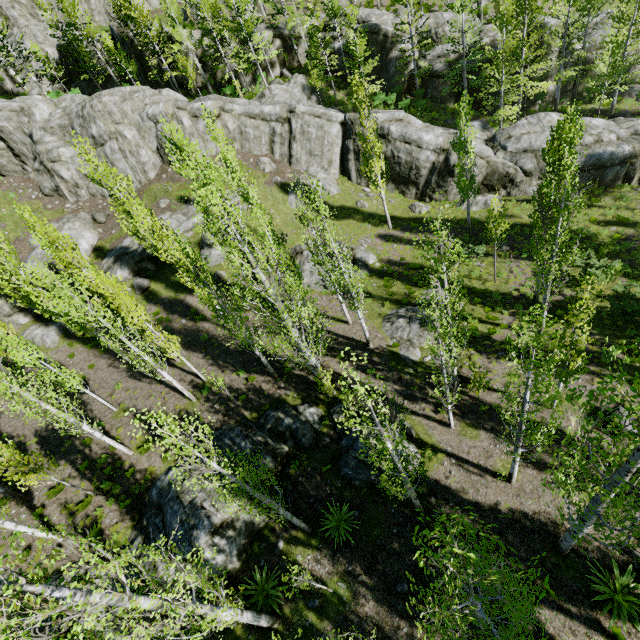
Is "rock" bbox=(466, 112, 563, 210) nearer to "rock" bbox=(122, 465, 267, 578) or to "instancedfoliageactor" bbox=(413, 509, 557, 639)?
"instancedfoliageactor" bbox=(413, 509, 557, 639)

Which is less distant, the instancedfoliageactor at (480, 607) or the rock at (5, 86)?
the instancedfoliageactor at (480, 607)

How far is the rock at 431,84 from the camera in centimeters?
3155cm

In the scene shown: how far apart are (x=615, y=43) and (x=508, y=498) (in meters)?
37.01

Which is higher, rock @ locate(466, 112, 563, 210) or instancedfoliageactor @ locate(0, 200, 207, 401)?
instancedfoliageactor @ locate(0, 200, 207, 401)

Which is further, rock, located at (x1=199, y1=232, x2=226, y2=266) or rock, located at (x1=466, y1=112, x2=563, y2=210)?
rock, located at (x1=199, y1=232, x2=226, y2=266)

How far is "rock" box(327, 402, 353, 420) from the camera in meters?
16.1 m
